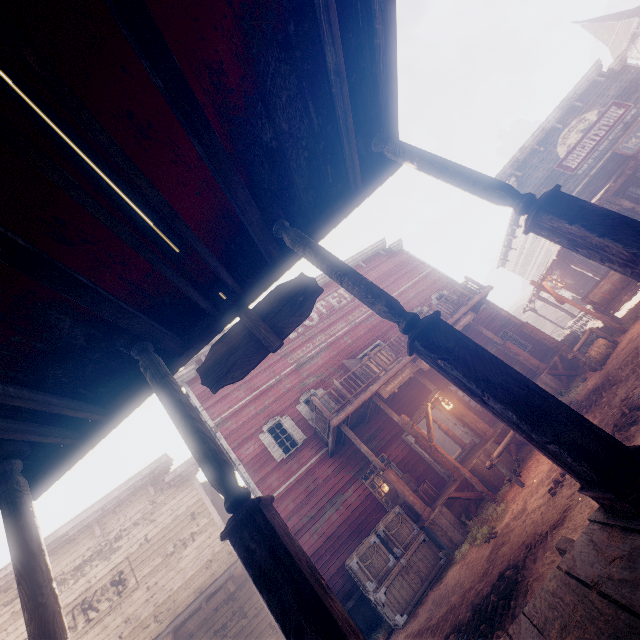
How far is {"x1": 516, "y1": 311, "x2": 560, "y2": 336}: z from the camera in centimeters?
3622cm

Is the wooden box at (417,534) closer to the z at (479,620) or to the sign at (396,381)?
the z at (479,620)

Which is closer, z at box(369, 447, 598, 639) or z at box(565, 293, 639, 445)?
z at box(369, 447, 598, 639)

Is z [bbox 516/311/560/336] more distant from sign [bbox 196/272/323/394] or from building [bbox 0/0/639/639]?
sign [bbox 196/272/323/394]

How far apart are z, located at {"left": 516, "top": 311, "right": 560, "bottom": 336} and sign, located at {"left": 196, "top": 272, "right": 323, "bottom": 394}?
49.6 meters

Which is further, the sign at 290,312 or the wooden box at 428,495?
the wooden box at 428,495

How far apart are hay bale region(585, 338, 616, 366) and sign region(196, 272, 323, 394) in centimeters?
1104cm

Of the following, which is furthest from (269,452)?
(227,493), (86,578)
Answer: (227,493)
